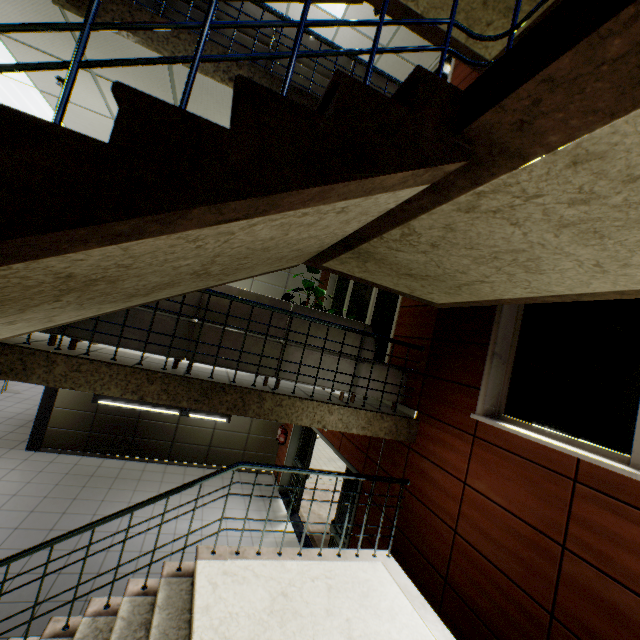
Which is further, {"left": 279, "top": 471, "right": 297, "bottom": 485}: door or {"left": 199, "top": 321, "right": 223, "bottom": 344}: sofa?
{"left": 279, "top": 471, "right": 297, "bottom": 485}: door

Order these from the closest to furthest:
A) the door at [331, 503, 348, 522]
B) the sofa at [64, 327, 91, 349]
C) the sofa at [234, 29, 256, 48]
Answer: the sofa at [64, 327, 91, 349], the sofa at [234, 29, 256, 48], the door at [331, 503, 348, 522]

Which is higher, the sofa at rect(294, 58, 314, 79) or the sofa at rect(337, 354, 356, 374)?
the sofa at rect(294, 58, 314, 79)

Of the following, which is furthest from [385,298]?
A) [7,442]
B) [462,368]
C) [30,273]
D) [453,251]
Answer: [7,442]

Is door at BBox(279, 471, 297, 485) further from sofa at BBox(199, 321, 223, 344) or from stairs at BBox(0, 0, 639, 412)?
sofa at BBox(199, 321, 223, 344)

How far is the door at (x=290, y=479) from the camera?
8.66m

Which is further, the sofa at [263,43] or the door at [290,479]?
the door at [290,479]

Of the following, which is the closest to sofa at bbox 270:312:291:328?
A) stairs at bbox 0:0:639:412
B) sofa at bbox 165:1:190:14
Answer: stairs at bbox 0:0:639:412
